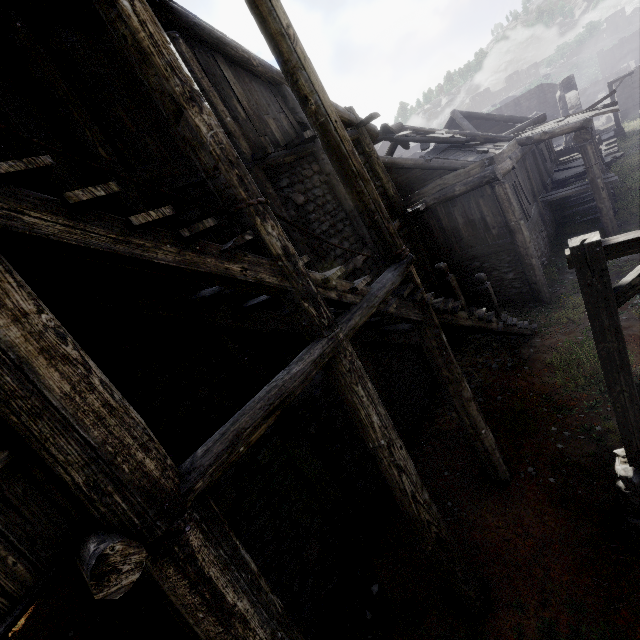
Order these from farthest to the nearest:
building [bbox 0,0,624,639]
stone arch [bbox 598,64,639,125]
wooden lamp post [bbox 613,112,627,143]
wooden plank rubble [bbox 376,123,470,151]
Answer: stone arch [bbox 598,64,639,125] → wooden lamp post [bbox 613,112,627,143] → wooden plank rubble [bbox 376,123,470,151] → building [bbox 0,0,624,639]

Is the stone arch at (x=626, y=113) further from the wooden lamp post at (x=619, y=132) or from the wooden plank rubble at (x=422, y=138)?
the wooden plank rubble at (x=422, y=138)

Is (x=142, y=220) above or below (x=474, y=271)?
above

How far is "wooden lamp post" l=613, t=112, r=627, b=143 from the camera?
25.5m

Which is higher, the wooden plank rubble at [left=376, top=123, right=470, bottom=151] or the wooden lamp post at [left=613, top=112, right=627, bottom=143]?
the wooden plank rubble at [left=376, top=123, right=470, bottom=151]

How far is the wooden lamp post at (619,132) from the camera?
25.5m

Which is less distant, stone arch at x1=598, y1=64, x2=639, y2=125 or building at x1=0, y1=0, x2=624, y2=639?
building at x1=0, y1=0, x2=624, y2=639

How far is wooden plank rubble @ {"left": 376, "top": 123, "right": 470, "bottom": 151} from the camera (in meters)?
11.82
